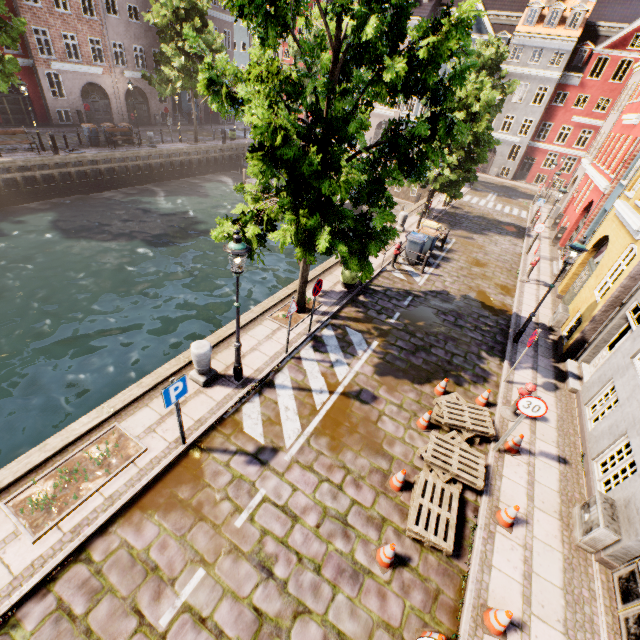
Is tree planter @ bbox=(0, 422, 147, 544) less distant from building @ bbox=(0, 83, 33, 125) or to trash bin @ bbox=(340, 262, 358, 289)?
trash bin @ bbox=(340, 262, 358, 289)

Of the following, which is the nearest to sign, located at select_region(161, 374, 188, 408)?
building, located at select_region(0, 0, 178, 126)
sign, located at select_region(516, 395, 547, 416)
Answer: sign, located at select_region(516, 395, 547, 416)

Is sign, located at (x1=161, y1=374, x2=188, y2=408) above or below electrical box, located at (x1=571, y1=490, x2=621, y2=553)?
above

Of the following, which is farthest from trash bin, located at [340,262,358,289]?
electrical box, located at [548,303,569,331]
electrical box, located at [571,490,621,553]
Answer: electrical box, located at [571,490,621,553]

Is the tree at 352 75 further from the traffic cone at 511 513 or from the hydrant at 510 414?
the traffic cone at 511 513

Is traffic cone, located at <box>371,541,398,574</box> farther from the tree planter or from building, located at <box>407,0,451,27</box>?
building, located at <box>407,0,451,27</box>

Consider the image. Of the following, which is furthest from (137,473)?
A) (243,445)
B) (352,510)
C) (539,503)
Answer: (539,503)

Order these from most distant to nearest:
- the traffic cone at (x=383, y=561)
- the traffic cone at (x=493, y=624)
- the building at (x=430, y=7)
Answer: the building at (x=430, y=7), the traffic cone at (x=383, y=561), the traffic cone at (x=493, y=624)
